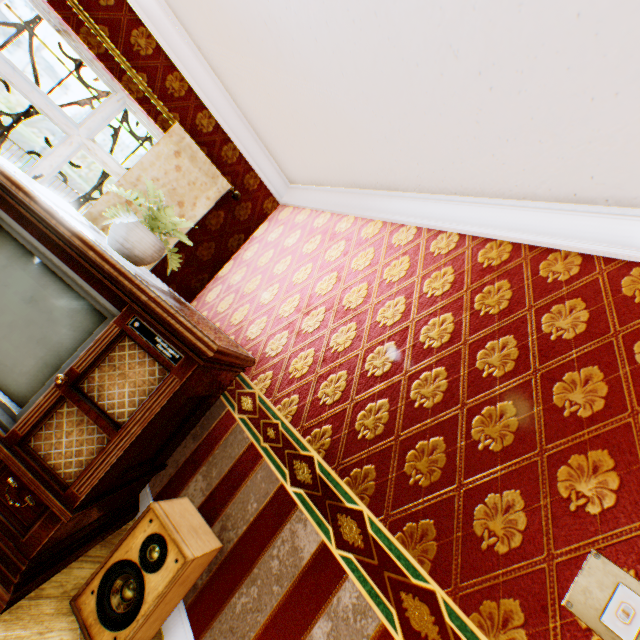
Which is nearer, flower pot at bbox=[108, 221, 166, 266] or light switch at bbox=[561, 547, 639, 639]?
light switch at bbox=[561, 547, 639, 639]

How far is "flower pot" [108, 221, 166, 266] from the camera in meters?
2.0 m

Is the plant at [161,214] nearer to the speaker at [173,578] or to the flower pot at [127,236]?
the flower pot at [127,236]

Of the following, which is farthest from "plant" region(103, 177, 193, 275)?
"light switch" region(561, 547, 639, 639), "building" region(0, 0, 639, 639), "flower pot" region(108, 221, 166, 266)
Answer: "light switch" region(561, 547, 639, 639)

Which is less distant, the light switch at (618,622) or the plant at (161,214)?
the light switch at (618,622)

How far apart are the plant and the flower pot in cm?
4

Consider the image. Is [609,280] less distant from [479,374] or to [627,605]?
[479,374]

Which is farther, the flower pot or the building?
the flower pot
